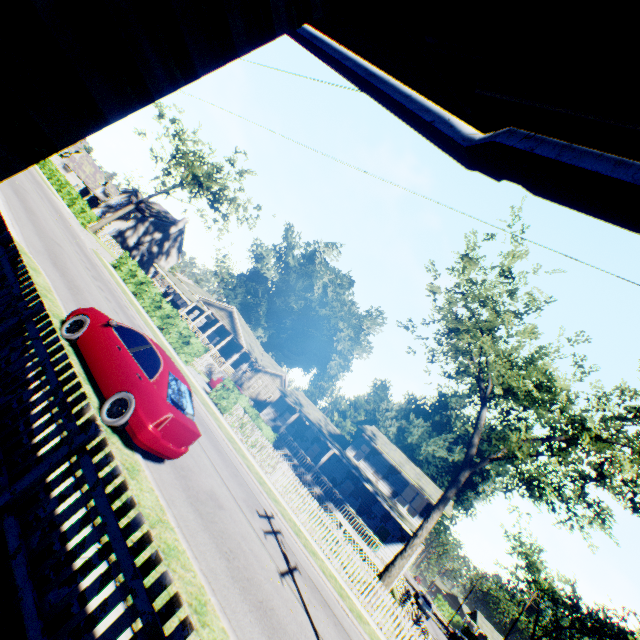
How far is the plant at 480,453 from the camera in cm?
4524

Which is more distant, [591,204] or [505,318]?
[505,318]

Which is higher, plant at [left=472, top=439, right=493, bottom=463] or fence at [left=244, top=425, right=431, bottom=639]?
plant at [left=472, top=439, right=493, bottom=463]

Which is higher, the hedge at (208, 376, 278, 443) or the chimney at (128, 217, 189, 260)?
the chimney at (128, 217, 189, 260)

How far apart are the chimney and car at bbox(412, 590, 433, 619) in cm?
6048

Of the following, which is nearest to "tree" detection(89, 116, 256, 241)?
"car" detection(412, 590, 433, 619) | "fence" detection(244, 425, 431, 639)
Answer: "fence" detection(244, 425, 431, 639)

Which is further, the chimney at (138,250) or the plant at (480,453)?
the chimney at (138,250)

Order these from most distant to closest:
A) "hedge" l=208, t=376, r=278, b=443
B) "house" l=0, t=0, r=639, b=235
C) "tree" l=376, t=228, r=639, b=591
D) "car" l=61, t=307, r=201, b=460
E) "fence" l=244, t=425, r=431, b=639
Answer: "hedge" l=208, t=376, r=278, b=443
"tree" l=376, t=228, r=639, b=591
"fence" l=244, t=425, r=431, b=639
"car" l=61, t=307, r=201, b=460
"house" l=0, t=0, r=639, b=235
